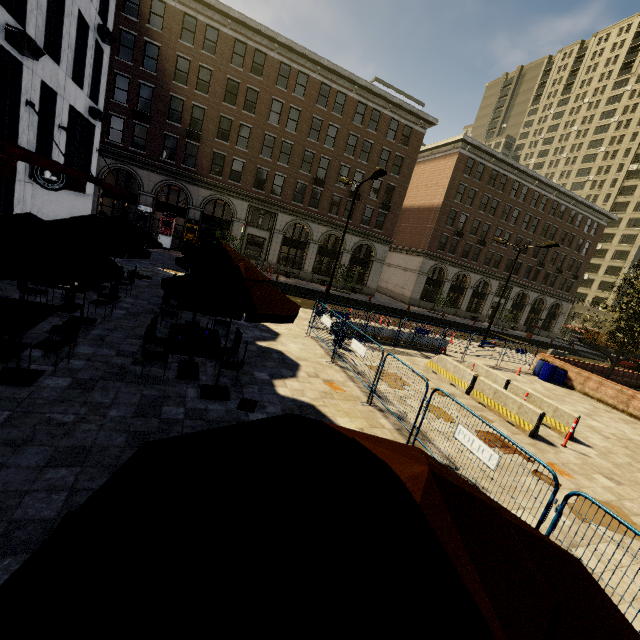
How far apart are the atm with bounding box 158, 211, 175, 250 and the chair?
24.2m

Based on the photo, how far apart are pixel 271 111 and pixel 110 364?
30.1m

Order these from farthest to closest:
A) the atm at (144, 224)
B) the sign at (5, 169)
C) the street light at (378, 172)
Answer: the atm at (144, 224), the street light at (378, 172), the sign at (5, 169)

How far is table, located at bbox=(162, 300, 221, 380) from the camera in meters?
6.9 m

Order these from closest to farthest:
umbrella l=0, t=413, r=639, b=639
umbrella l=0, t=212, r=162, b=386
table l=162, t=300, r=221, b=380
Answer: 1. umbrella l=0, t=413, r=639, b=639
2. umbrella l=0, t=212, r=162, b=386
3. table l=162, t=300, r=221, b=380

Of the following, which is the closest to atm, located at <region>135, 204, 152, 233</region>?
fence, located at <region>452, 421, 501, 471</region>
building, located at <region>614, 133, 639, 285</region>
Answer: fence, located at <region>452, 421, 501, 471</region>

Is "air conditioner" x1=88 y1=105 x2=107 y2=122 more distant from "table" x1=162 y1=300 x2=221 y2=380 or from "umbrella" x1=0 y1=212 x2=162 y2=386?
"table" x1=162 y1=300 x2=221 y2=380

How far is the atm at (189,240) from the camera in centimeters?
2862cm
